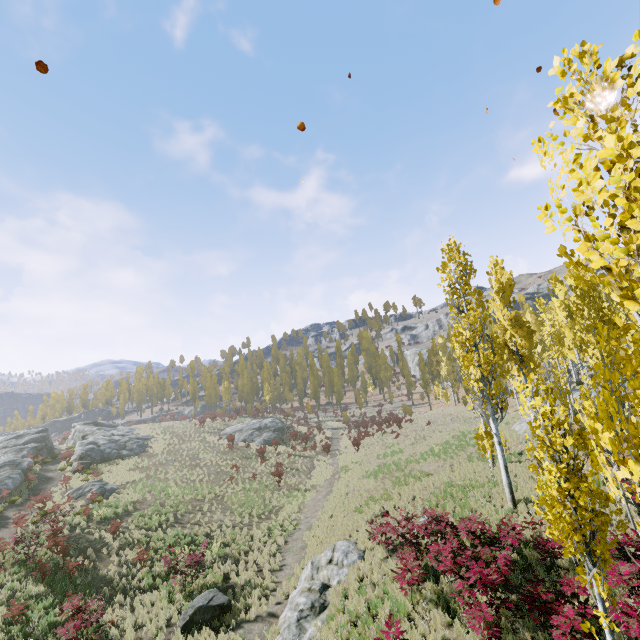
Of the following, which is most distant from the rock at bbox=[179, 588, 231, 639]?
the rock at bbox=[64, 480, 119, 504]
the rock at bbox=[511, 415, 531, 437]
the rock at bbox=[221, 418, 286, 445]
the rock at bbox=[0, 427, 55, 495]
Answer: the rock at bbox=[511, 415, 531, 437]

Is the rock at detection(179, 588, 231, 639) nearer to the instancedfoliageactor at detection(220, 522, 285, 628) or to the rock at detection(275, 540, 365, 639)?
the instancedfoliageactor at detection(220, 522, 285, 628)

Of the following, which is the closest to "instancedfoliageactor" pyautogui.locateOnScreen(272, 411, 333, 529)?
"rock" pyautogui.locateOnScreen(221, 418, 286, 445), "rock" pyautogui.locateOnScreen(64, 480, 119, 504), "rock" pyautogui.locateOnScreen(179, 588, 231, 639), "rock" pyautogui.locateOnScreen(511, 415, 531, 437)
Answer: "rock" pyautogui.locateOnScreen(511, 415, 531, 437)

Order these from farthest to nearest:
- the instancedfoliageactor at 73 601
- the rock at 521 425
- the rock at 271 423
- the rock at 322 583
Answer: the rock at 271 423 → the rock at 521 425 → the instancedfoliageactor at 73 601 → the rock at 322 583

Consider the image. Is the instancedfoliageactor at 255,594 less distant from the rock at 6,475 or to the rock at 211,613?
the rock at 211,613

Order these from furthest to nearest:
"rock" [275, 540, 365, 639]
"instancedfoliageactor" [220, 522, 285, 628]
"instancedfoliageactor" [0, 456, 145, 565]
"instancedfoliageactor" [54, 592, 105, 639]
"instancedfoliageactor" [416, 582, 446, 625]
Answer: "instancedfoliageactor" [0, 456, 145, 565] < "instancedfoliageactor" [220, 522, 285, 628] < "instancedfoliageactor" [54, 592, 105, 639] < "rock" [275, 540, 365, 639] < "instancedfoliageactor" [416, 582, 446, 625]

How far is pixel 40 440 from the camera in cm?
3538
